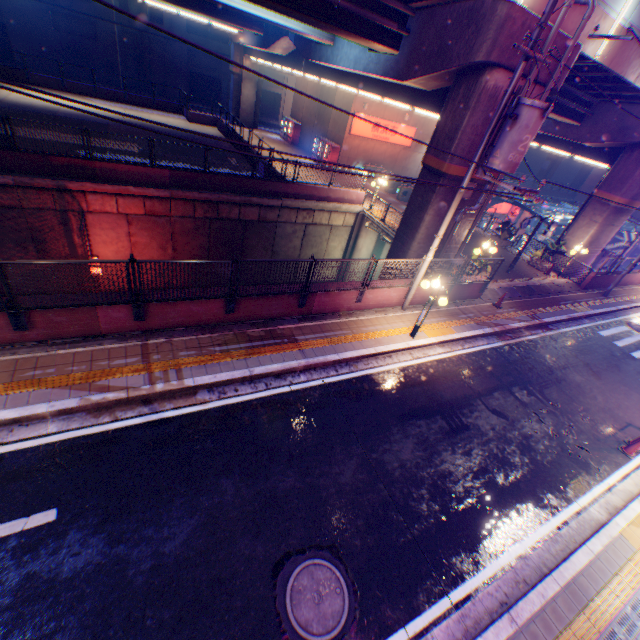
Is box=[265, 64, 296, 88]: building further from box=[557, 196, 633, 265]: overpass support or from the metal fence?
the metal fence

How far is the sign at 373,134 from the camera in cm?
2636

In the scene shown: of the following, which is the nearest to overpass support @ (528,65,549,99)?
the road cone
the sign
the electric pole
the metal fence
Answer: the metal fence

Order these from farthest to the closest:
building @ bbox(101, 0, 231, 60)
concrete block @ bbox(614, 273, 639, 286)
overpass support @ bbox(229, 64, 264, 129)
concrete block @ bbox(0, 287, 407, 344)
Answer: building @ bbox(101, 0, 231, 60) < overpass support @ bbox(229, 64, 264, 129) < concrete block @ bbox(614, 273, 639, 286) < concrete block @ bbox(0, 287, 407, 344)

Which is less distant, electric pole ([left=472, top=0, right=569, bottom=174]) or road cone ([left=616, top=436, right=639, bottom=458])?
electric pole ([left=472, top=0, right=569, bottom=174])

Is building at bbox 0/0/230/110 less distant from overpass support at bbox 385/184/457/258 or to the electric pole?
overpass support at bbox 385/184/457/258

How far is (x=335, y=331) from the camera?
10.6m

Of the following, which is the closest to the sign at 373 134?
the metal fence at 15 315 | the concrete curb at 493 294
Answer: the metal fence at 15 315
